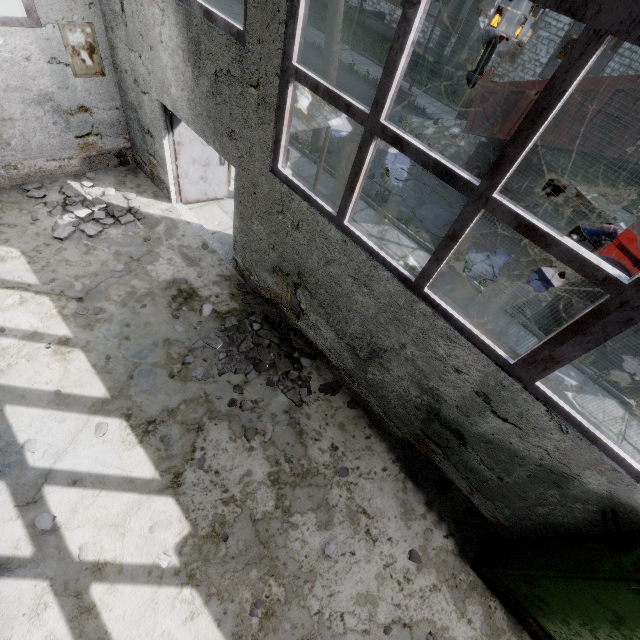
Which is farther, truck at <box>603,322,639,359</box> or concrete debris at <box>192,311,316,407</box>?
truck at <box>603,322,639,359</box>

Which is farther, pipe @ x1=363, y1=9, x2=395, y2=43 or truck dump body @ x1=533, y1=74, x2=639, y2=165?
pipe @ x1=363, y1=9, x2=395, y2=43

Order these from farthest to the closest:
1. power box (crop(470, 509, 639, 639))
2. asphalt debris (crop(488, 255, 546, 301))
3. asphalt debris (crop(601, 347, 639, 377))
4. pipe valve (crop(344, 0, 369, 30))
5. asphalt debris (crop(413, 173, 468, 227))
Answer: pipe valve (crop(344, 0, 369, 30)) < asphalt debris (crop(413, 173, 468, 227)) < asphalt debris (crop(488, 255, 546, 301)) < asphalt debris (crop(601, 347, 639, 377)) < power box (crop(470, 509, 639, 639))

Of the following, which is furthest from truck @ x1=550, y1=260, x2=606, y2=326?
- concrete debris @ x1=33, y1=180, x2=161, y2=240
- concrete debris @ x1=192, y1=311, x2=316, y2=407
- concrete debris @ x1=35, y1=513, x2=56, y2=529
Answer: concrete debris @ x1=35, y1=513, x2=56, y2=529

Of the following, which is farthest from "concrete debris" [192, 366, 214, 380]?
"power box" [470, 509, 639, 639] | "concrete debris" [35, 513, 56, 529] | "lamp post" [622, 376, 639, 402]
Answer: "lamp post" [622, 376, 639, 402]

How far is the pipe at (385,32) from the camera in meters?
20.1

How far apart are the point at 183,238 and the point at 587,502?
7.70m

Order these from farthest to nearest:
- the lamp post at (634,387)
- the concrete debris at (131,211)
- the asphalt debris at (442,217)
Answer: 1. the asphalt debris at (442,217)
2. the lamp post at (634,387)
3. the concrete debris at (131,211)
